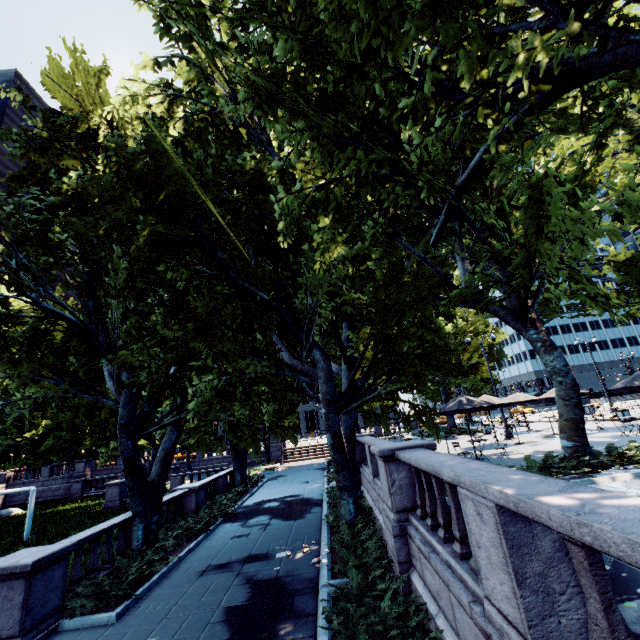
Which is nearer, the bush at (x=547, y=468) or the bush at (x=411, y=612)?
the bush at (x=411, y=612)

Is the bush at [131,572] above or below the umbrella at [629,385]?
below

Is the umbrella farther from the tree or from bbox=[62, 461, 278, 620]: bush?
bbox=[62, 461, 278, 620]: bush

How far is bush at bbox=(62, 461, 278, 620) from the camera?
8.41m

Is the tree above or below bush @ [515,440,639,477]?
above

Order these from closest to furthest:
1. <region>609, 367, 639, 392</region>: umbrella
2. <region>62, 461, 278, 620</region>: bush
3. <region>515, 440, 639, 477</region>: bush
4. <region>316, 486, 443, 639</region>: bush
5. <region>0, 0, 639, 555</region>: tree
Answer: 1. <region>316, 486, 443, 639</region>: bush
2. <region>0, 0, 639, 555</region>: tree
3. <region>62, 461, 278, 620</region>: bush
4. <region>515, 440, 639, 477</region>: bush
5. <region>609, 367, 639, 392</region>: umbrella

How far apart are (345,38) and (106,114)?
15.6 meters

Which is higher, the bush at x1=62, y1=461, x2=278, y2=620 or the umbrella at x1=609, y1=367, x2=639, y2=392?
the umbrella at x1=609, y1=367, x2=639, y2=392
